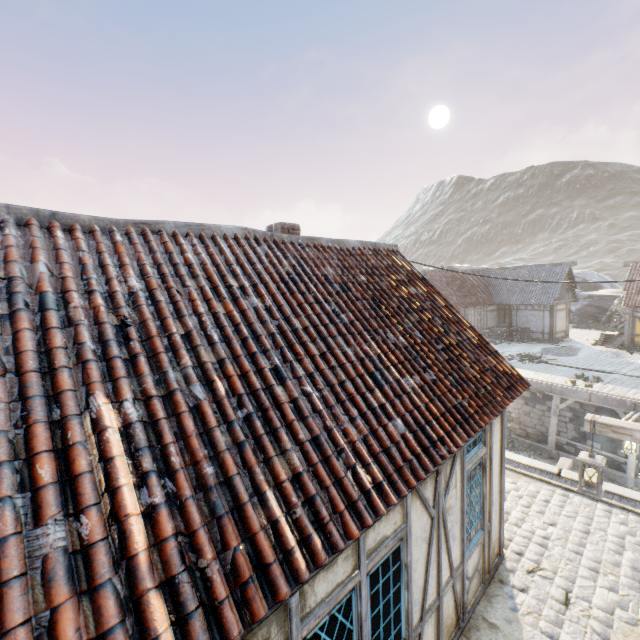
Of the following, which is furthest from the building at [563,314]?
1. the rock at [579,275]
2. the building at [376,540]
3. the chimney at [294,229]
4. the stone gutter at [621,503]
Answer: the chimney at [294,229]

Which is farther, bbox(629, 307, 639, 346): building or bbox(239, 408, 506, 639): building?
bbox(629, 307, 639, 346): building

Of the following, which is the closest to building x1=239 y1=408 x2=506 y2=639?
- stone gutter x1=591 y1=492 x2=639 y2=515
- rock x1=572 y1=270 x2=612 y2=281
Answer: stone gutter x1=591 y1=492 x2=639 y2=515

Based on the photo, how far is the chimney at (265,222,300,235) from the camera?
6.2 meters

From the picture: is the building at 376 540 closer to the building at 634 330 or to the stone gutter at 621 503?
the stone gutter at 621 503

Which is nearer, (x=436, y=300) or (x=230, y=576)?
(x=230, y=576)

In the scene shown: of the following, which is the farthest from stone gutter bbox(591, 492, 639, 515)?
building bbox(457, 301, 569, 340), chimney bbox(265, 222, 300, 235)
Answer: building bbox(457, 301, 569, 340)

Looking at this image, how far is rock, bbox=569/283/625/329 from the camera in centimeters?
2931cm
